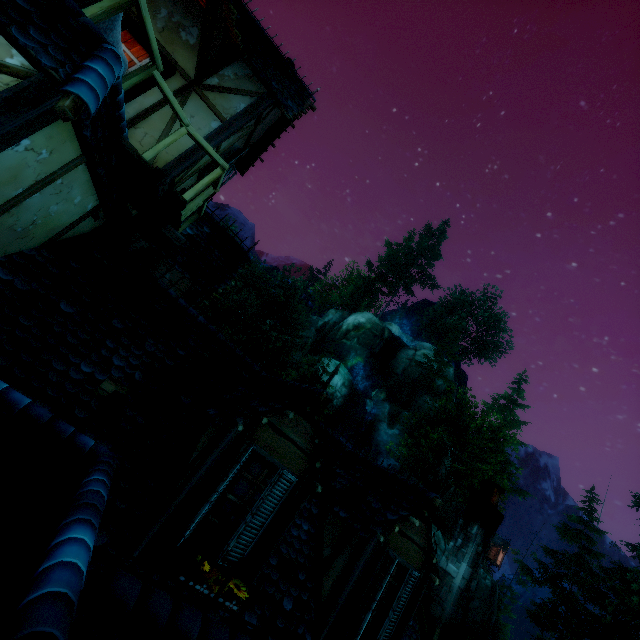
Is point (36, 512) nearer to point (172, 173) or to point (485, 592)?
point (172, 173)

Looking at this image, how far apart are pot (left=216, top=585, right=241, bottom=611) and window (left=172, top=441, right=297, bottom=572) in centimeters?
7cm

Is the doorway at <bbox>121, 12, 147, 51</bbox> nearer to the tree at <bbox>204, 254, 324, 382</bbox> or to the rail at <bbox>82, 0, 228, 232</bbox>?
the rail at <bbox>82, 0, 228, 232</bbox>

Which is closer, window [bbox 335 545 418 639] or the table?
the table

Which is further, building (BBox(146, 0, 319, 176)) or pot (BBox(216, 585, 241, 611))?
building (BBox(146, 0, 319, 176))

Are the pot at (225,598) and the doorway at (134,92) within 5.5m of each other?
no

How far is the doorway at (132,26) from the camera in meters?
6.1 m

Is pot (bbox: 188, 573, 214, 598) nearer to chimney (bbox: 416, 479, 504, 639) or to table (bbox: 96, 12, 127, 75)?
chimney (bbox: 416, 479, 504, 639)
